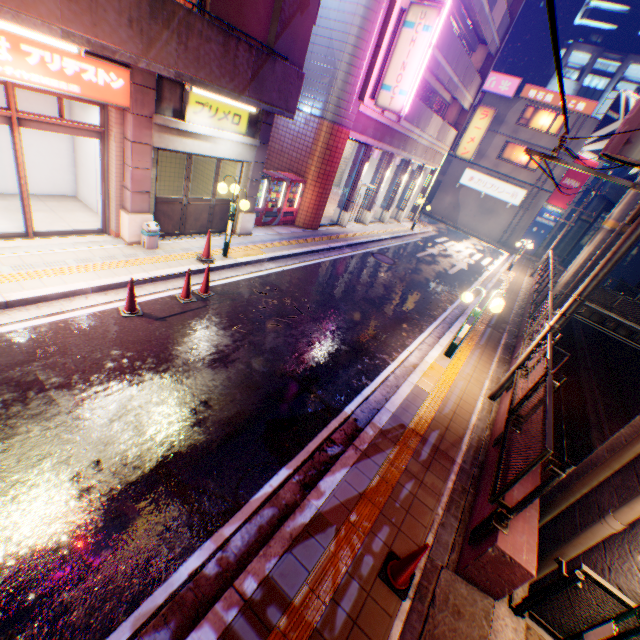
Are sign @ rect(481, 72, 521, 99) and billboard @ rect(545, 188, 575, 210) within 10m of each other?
yes

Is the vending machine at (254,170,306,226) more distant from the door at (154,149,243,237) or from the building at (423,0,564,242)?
the building at (423,0,564,242)

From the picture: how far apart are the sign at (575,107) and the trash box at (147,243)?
34.41m

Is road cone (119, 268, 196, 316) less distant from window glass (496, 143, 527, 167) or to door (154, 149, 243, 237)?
door (154, 149, 243, 237)

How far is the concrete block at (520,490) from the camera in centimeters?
449cm

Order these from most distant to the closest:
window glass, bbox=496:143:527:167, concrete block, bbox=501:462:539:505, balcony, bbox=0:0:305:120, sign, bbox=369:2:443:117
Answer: window glass, bbox=496:143:527:167 < sign, bbox=369:2:443:117 < balcony, bbox=0:0:305:120 < concrete block, bbox=501:462:539:505

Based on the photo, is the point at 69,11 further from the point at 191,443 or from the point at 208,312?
the point at 191,443

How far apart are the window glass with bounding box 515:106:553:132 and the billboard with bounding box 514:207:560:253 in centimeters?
587cm
